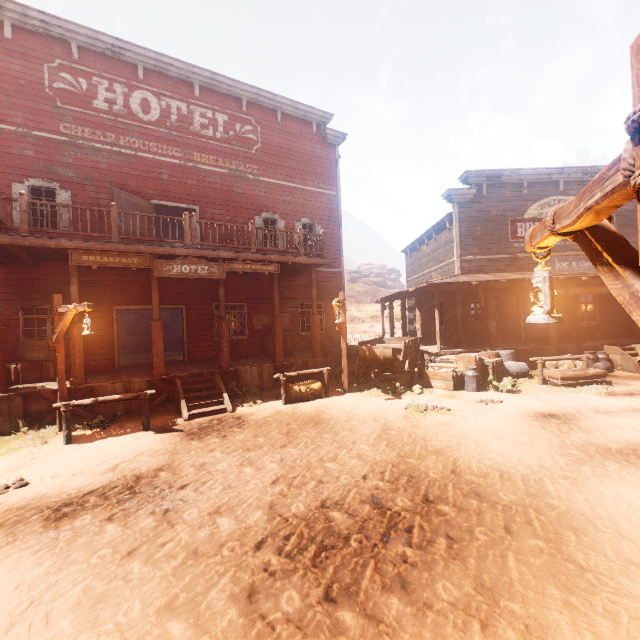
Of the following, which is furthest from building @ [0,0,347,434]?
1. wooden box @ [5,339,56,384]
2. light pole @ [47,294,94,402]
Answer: light pole @ [47,294,94,402]

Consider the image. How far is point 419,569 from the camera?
3.1m

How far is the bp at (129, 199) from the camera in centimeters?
1071cm

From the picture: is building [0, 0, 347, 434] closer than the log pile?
Yes

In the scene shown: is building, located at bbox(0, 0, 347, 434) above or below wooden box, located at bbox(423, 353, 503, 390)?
above

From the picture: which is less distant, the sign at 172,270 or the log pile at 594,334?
the sign at 172,270

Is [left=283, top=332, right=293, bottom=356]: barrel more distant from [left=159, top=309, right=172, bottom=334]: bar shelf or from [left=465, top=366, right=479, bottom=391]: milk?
[left=159, top=309, right=172, bottom=334]: bar shelf

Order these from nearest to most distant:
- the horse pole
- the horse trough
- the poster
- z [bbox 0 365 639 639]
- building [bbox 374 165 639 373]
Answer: z [bbox 0 365 639 639], the horse pole, the horse trough, building [bbox 374 165 639 373], the poster
